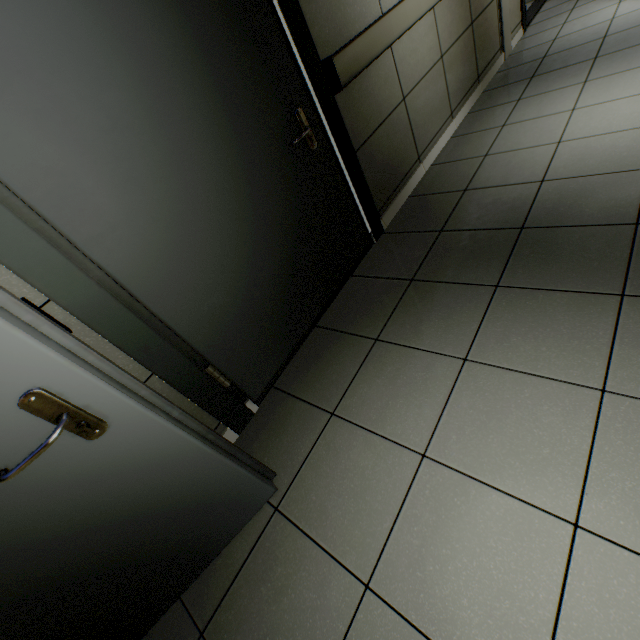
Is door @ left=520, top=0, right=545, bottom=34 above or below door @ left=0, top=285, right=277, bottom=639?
below

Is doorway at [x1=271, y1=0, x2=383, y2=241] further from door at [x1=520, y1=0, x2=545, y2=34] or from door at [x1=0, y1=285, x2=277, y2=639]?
door at [x1=520, y1=0, x2=545, y2=34]

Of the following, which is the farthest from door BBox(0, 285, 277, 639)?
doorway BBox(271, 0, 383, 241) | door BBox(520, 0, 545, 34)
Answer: door BBox(520, 0, 545, 34)

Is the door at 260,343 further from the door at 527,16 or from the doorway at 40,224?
the door at 527,16

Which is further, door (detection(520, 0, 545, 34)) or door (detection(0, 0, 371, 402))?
door (detection(520, 0, 545, 34))

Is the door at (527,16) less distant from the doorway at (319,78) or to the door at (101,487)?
the doorway at (319,78)

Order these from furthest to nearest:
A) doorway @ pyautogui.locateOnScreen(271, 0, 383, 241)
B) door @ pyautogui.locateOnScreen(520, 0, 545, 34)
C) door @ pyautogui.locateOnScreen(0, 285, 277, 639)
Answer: door @ pyautogui.locateOnScreen(520, 0, 545, 34)
doorway @ pyautogui.locateOnScreen(271, 0, 383, 241)
door @ pyautogui.locateOnScreen(0, 285, 277, 639)

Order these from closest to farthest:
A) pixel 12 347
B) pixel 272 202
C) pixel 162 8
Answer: pixel 12 347 < pixel 162 8 < pixel 272 202
